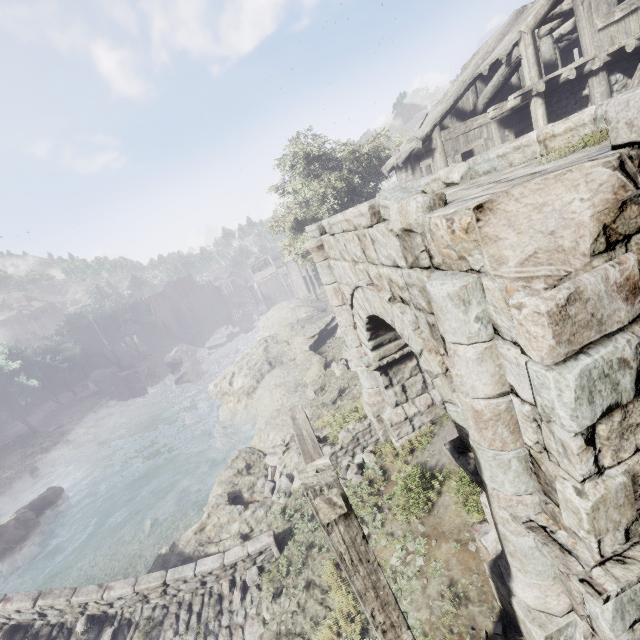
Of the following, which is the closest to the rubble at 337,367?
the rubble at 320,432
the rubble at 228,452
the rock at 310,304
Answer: the rubble at 320,432

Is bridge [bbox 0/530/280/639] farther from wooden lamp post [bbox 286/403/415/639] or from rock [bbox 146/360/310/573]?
wooden lamp post [bbox 286/403/415/639]

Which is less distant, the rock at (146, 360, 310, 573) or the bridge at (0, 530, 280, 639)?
the bridge at (0, 530, 280, 639)

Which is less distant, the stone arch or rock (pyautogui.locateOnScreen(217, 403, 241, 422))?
the stone arch

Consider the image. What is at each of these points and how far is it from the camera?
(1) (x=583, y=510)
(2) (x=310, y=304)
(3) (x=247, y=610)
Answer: (1) stone arch, 2.8 meters
(2) rock, 34.2 meters
(3) bridge, 7.6 meters

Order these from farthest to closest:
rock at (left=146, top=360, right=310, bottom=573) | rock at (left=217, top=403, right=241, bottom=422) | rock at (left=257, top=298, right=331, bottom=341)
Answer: rock at (left=257, top=298, right=331, bottom=341) < rock at (left=217, top=403, right=241, bottom=422) < rock at (left=146, top=360, right=310, bottom=573)

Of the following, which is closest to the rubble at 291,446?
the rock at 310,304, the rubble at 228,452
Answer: the rubble at 228,452

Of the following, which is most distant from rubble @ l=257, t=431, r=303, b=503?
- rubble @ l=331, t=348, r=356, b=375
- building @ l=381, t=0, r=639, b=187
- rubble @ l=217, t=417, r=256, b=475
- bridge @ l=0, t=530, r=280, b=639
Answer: building @ l=381, t=0, r=639, b=187
